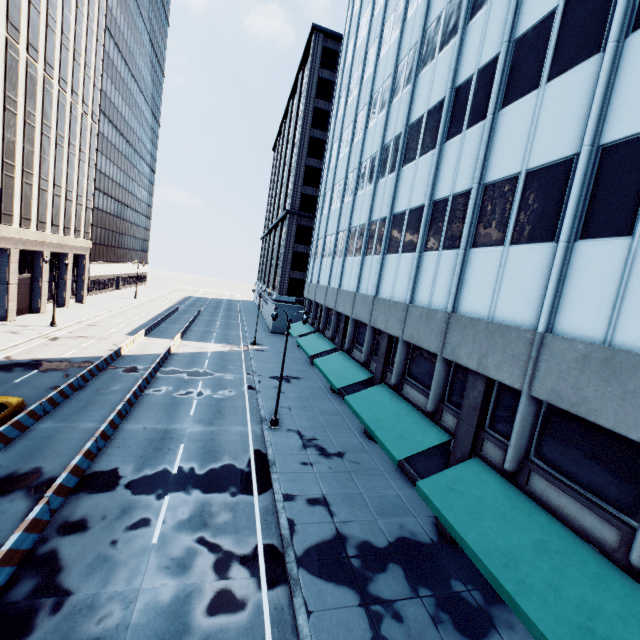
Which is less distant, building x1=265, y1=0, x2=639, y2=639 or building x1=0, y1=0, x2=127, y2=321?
building x1=265, y1=0, x2=639, y2=639

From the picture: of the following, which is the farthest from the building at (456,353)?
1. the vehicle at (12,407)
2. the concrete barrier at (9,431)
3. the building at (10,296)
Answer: the building at (10,296)

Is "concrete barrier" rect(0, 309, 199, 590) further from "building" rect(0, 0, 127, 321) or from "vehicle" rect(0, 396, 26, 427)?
"building" rect(0, 0, 127, 321)

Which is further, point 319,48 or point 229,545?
point 319,48

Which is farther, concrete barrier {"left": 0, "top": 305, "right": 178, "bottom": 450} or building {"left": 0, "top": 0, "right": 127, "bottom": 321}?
building {"left": 0, "top": 0, "right": 127, "bottom": 321}

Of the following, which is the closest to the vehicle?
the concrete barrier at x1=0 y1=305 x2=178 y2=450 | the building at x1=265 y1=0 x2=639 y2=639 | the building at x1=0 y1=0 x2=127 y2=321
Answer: the concrete barrier at x1=0 y1=305 x2=178 y2=450

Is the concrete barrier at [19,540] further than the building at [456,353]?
Yes

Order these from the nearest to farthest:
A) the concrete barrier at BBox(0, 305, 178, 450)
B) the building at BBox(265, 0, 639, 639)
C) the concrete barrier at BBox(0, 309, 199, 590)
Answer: the building at BBox(265, 0, 639, 639) → the concrete barrier at BBox(0, 309, 199, 590) → the concrete barrier at BBox(0, 305, 178, 450)
